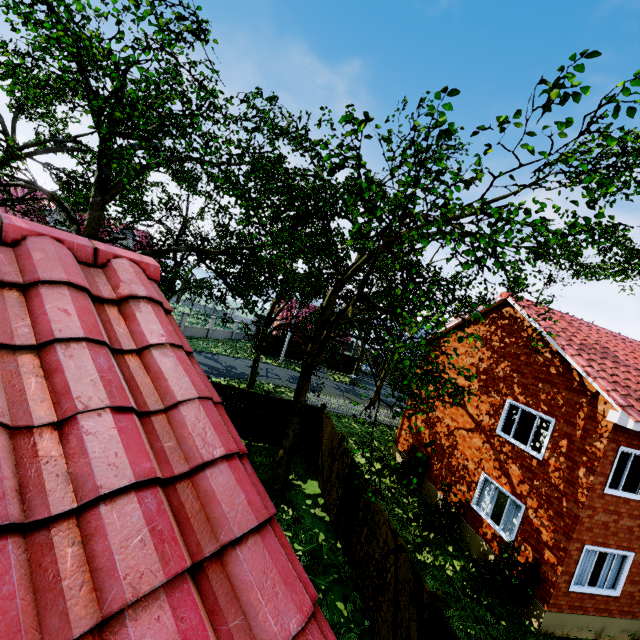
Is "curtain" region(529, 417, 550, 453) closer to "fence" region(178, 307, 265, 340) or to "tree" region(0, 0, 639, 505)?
"tree" region(0, 0, 639, 505)

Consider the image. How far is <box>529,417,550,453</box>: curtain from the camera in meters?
10.7

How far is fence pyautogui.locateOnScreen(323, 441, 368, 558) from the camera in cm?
980

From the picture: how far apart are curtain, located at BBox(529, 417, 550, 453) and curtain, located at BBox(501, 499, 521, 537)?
1.76m

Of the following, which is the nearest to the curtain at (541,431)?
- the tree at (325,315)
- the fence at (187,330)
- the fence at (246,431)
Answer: the tree at (325,315)

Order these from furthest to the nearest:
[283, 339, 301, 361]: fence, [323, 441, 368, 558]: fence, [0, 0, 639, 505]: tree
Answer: [283, 339, 301, 361]: fence → [323, 441, 368, 558]: fence → [0, 0, 639, 505]: tree

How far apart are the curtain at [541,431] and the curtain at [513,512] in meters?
1.8

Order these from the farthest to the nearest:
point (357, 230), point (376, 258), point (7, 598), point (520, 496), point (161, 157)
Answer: point (161, 157) < point (520, 496) < point (376, 258) < point (357, 230) < point (7, 598)
